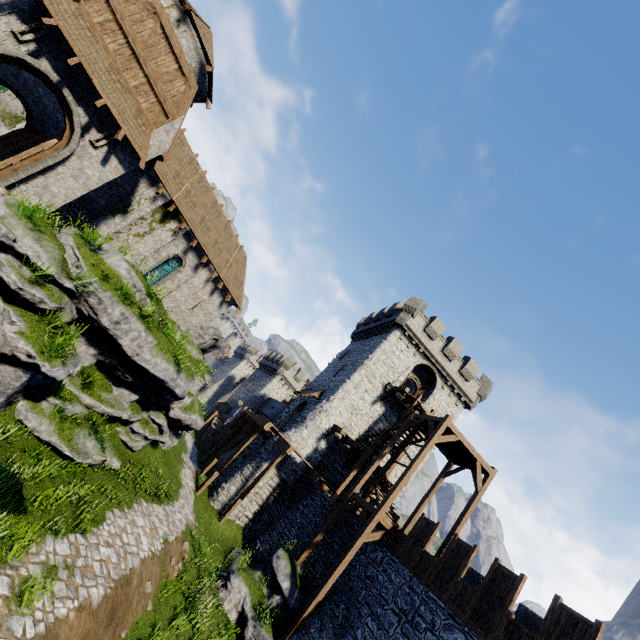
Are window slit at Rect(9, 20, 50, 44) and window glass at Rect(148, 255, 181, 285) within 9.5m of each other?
no

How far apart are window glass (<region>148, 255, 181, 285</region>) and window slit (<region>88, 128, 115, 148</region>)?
7.7m

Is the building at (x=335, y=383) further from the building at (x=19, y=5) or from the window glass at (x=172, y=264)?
the window glass at (x=172, y=264)

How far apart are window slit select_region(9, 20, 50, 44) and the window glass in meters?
10.9 m

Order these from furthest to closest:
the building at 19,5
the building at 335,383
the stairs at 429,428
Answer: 1. the building at 335,383
2. the stairs at 429,428
3. the building at 19,5

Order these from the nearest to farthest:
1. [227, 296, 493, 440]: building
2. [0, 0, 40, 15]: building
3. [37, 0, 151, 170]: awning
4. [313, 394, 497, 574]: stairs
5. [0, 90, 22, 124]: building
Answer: [0, 0, 40, 15]: building → [37, 0, 151, 170]: awning → [313, 394, 497, 574]: stairs → [227, 296, 493, 440]: building → [0, 90, 22, 124]: building

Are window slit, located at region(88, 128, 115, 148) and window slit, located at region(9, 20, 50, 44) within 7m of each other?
yes

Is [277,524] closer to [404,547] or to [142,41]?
[404,547]
